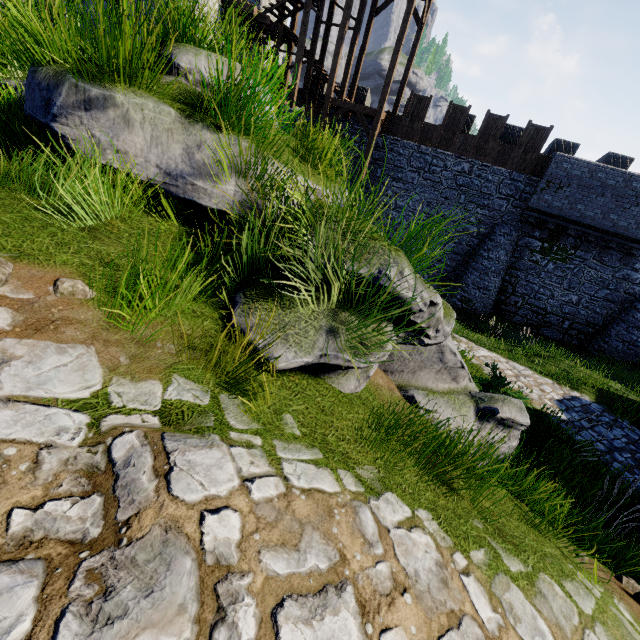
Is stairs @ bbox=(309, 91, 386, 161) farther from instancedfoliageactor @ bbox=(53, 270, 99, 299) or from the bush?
instancedfoliageactor @ bbox=(53, 270, 99, 299)

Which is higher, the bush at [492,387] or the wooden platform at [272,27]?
the wooden platform at [272,27]

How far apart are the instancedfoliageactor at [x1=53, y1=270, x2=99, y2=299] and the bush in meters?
7.4

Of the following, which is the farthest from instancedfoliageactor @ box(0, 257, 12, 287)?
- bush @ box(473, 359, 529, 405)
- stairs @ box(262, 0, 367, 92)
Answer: stairs @ box(262, 0, 367, 92)

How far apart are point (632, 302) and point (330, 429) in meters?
22.3

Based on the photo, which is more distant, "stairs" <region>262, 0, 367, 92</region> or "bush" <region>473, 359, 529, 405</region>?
"stairs" <region>262, 0, 367, 92</region>

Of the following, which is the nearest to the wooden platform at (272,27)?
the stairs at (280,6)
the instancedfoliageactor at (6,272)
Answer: the stairs at (280,6)

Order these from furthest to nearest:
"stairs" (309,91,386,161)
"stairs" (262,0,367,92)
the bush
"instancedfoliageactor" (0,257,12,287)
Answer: "stairs" (309,91,386,161), "stairs" (262,0,367,92), the bush, "instancedfoliageactor" (0,257,12,287)
